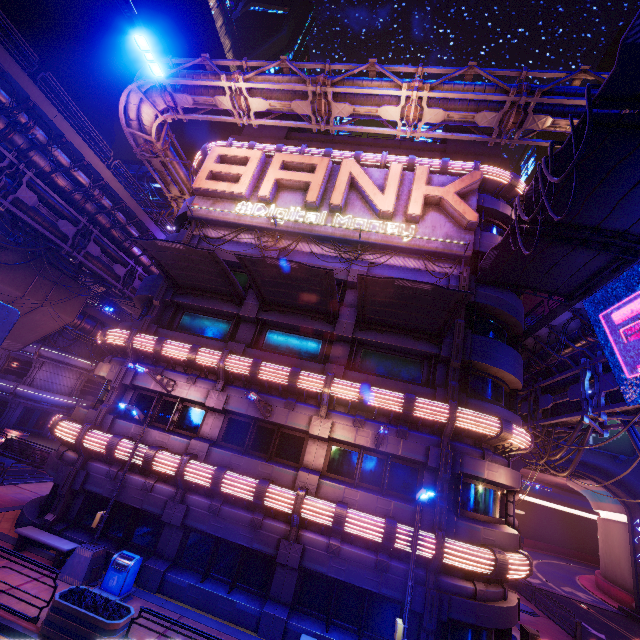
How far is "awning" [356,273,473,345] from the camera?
11.6m

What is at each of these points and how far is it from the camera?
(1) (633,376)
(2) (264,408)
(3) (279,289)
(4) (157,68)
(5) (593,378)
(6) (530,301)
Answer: (1) sign, 11.5m
(2) street light, 13.8m
(3) awning, 14.9m
(4) street light, 6.5m
(5) pipe, 14.8m
(6) building, 48.8m

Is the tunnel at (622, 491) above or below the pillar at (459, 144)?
below

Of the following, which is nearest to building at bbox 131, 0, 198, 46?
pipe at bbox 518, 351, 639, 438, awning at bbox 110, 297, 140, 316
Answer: awning at bbox 110, 297, 140, 316

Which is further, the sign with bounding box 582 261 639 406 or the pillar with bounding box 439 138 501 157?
the pillar with bounding box 439 138 501 157

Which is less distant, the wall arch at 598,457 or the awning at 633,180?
the awning at 633,180

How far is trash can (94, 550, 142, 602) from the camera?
11.16m

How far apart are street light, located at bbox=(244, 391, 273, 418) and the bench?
8.37m
